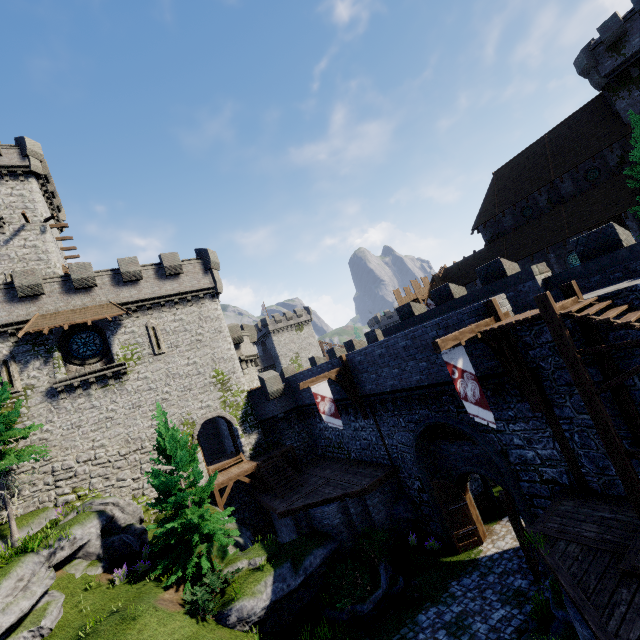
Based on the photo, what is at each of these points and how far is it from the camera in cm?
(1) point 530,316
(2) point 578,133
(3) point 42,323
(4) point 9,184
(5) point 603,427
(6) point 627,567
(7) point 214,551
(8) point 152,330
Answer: (1) walkway, 888
(2) building, 3073
(3) awning, 2084
(4) building, 2775
(5) stairs, 815
(6) stairs, 698
(7) bush, 1505
(8) window slit, 2450

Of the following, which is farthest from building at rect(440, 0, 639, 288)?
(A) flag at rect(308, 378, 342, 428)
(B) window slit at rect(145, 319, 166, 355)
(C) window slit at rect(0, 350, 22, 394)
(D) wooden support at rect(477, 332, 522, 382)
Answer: (C) window slit at rect(0, 350, 22, 394)

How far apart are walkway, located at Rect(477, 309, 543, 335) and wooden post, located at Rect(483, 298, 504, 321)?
0.0m

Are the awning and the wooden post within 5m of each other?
no

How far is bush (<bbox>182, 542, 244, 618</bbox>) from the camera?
12.6 meters

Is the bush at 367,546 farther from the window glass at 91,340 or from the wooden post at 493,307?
the window glass at 91,340

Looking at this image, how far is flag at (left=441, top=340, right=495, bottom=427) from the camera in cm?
967

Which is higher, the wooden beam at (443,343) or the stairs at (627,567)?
the wooden beam at (443,343)
